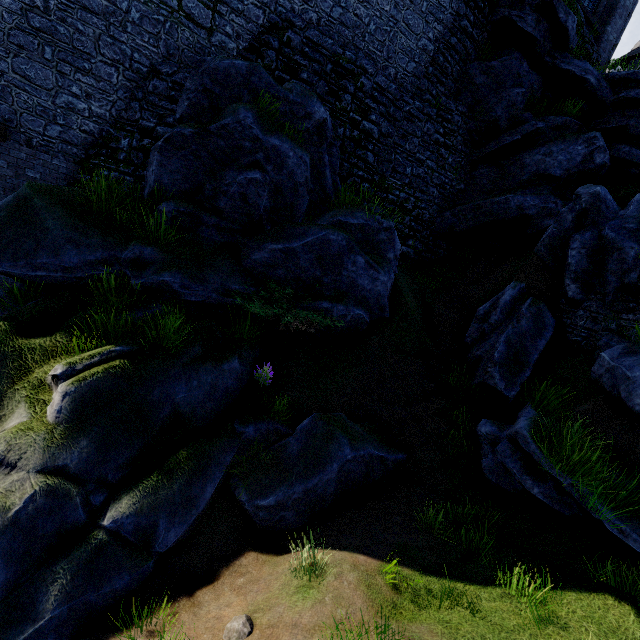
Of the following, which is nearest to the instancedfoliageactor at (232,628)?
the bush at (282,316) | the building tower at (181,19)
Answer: the bush at (282,316)

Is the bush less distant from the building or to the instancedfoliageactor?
the instancedfoliageactor

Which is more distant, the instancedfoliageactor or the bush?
the bush

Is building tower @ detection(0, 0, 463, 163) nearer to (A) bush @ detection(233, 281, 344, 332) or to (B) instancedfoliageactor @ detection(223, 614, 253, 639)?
(A) bush @ detection(233, 281, 344, 332)

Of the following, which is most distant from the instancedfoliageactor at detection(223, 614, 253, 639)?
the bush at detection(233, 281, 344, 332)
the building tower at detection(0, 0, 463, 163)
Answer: the building tower at detection(0, 0, 463, 163)

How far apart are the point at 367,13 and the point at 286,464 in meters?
15.0 m

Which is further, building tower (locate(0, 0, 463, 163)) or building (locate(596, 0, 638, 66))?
building (locate(596, 0, 638, 66))

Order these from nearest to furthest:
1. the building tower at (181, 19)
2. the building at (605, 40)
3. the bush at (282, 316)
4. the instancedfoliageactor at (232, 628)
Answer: the instancedfoliageactor at (232, 628), the bush at (282, 316), the building tower at (181, 19), the building at (605, 40)
